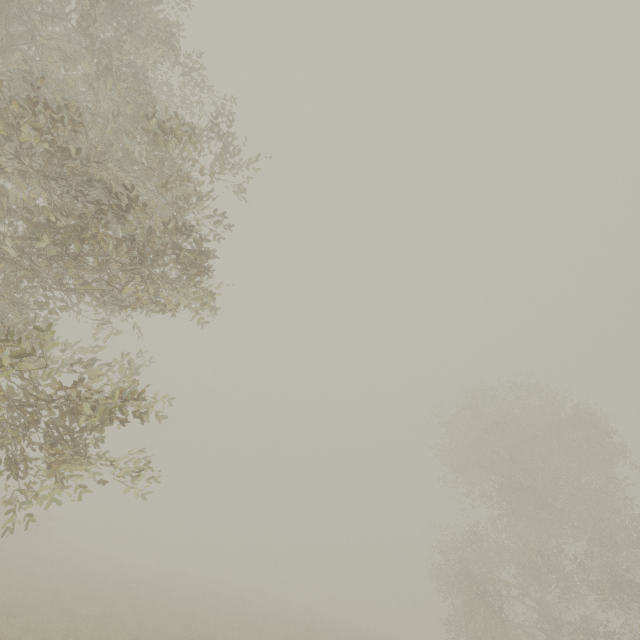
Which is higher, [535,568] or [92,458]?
[535,568]
